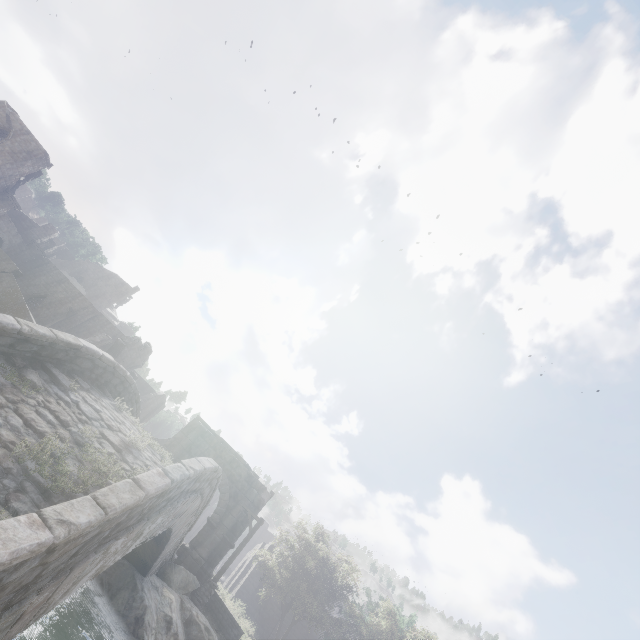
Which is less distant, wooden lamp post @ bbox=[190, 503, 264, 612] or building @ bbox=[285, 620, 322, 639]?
wooden lamp post @ bbox=[190, 503, 264, 612]

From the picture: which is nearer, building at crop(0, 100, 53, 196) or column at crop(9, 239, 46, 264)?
building at crop(0, 100, 53, 196)

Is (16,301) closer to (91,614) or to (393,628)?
(91,614)

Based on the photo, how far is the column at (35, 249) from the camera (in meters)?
36.03

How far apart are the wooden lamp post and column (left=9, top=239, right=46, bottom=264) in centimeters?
3826cm

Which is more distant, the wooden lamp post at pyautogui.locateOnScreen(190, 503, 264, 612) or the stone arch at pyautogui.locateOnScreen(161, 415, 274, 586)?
the stone arch at pyautogui.locateOnScreen(161, 415, 274, 586)

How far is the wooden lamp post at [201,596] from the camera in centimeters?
1575cm

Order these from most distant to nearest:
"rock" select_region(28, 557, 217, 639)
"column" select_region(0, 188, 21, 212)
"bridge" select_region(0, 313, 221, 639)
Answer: "column" select_region(0, 188, 21, 212), "rock" select_region(28, 557, 217, 639), "bridge" select_region(0, 313, 221, 639)
